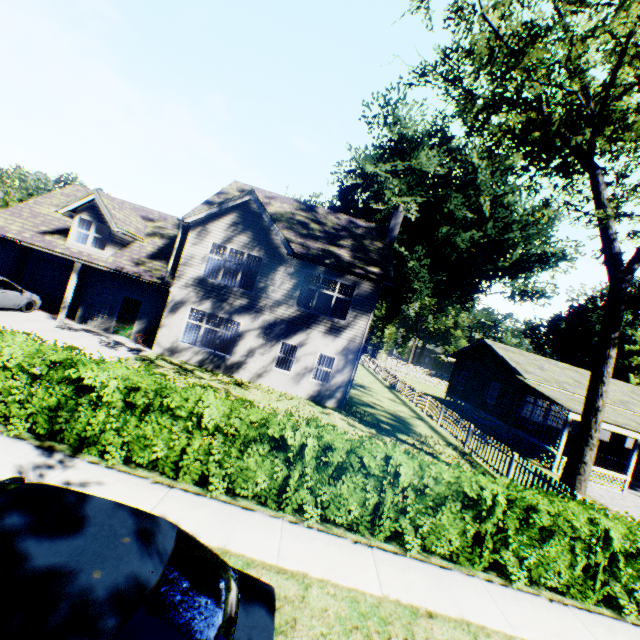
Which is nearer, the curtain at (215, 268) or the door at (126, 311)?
the curtain at (215, 268)

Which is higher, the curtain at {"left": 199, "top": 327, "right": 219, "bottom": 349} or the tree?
the tree

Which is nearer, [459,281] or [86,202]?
[86,202]

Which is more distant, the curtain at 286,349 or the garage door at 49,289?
the garage door at 49,289

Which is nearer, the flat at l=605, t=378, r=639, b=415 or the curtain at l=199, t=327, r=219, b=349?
the curtain at l=199, t=327, r=219, b=349

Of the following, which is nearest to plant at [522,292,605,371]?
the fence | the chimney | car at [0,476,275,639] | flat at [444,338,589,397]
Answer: the fence

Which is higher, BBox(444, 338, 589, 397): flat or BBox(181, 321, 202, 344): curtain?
BBox(444, 338, 589, 397): flat

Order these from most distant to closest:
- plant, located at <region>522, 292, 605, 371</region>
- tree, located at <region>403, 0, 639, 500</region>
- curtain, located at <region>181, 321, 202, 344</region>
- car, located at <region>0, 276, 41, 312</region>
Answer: plant, located at <region>522, 292, 605, 371</region>
curtain, located at <region>181, 321, 202, 344</region>
car, located at <region>0, 276, 41, 312</region>
tree, located at <region>403, 0, 639, 500</region>
